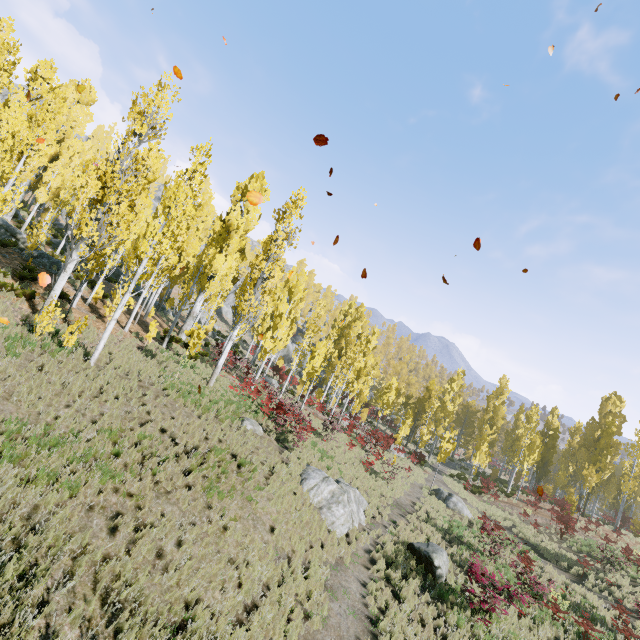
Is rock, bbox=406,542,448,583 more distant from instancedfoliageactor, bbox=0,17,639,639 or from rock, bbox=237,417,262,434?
rock, bbox=237,417,262,434

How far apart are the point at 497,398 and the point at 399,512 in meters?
27.2

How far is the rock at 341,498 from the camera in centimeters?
1271cm

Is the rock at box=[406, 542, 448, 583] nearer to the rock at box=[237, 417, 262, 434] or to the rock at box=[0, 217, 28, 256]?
the rock at box=[0, 217, 28, 256]

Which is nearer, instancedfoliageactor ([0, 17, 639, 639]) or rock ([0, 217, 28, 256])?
instancedfoliageactor ([0, 17, 639, 639])

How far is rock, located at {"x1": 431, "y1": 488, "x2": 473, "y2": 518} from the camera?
22.1m

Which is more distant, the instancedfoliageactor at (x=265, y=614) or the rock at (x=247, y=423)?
the rock at (x=247, y=423)

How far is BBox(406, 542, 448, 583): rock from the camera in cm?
1256
